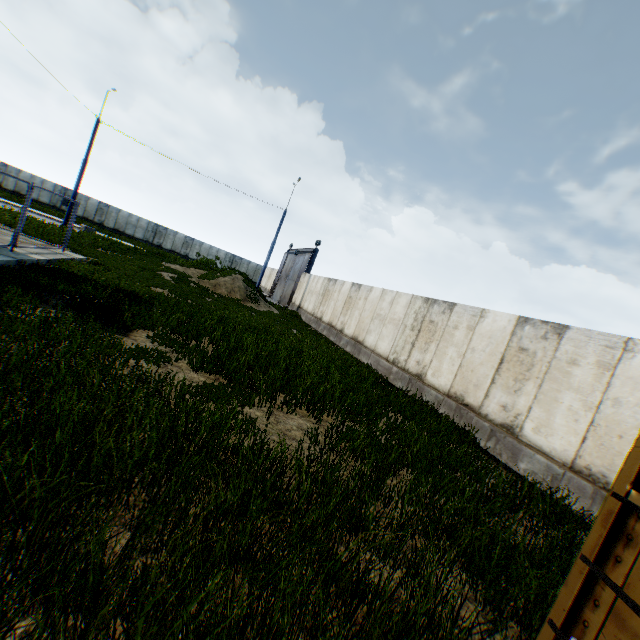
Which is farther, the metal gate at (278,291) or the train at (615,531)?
the metal gate at (278,291)

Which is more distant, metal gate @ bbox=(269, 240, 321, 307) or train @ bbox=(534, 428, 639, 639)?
metal gate @ bbox=(269, 240, 321, 307)

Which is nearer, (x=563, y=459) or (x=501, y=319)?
(x=563, y=459)

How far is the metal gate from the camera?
29.3m

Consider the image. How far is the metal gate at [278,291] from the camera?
29.3 meters
